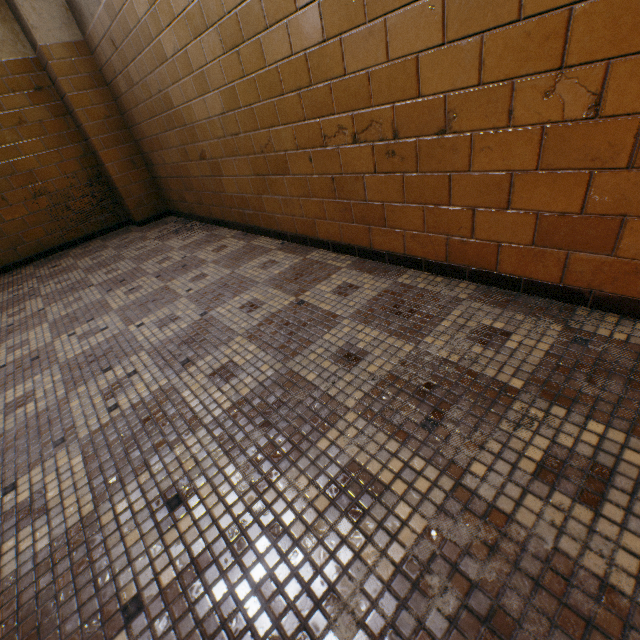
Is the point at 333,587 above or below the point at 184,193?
below
